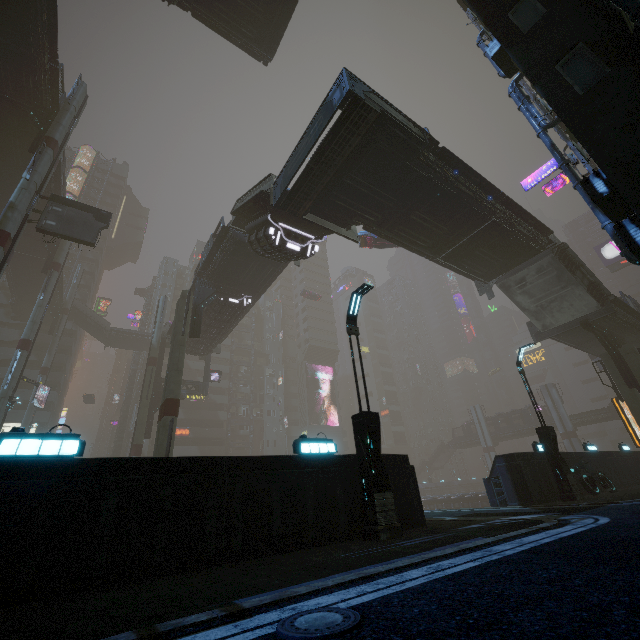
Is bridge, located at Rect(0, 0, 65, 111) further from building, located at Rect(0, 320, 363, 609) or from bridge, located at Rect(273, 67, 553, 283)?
bridge, located at Rect(273, 67, 553, 283)

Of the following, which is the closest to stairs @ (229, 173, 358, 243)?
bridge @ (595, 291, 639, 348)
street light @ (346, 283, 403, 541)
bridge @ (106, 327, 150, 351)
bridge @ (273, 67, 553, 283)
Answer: bridge @ (273, 67, 553, 283)

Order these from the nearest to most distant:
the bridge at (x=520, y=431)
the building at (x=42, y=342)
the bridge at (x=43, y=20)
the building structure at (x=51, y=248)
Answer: the bridge at (x=43, y=20) → the building structure at (x=51, y=248) → the building at (x=42, y=342) → the bridge at (x=520, y=431)

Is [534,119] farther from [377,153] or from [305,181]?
[305,181]

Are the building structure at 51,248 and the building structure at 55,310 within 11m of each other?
no

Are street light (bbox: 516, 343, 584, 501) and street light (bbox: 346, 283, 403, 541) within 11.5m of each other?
yes

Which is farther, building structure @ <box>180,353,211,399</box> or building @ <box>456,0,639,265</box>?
building structure @ <box>180,353,211,399</box>

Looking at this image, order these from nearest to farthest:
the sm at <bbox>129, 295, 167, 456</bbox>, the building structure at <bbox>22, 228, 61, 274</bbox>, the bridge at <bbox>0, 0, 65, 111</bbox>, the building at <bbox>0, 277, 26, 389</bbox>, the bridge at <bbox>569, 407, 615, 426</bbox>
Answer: the bridge at <bbox>0, 0, 65, 111</bbox>
the sm at <bbox>129, 295, 167, 456</bbox>
the building structure at <bbox>22, 228, 61, 274</bbox>
the building at <bbox>0, 277, 26, 389</bbox>
the bridge at <bbox>569, 407, 615, 426</bbox>
